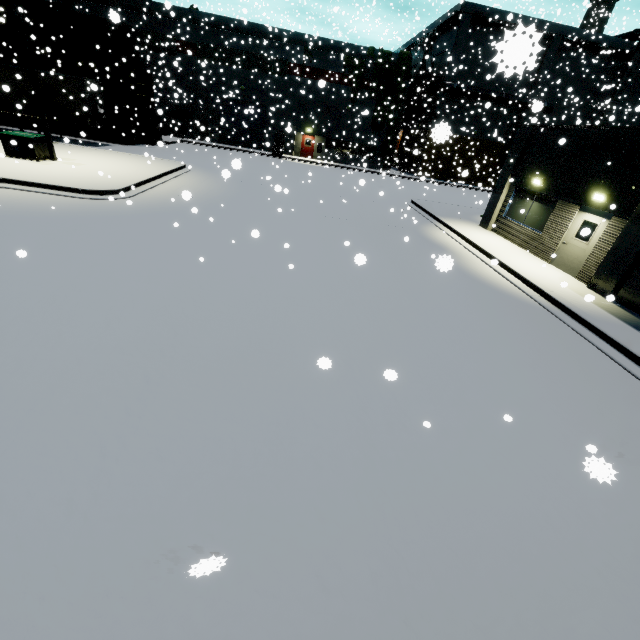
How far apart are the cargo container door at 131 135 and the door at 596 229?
30.08m

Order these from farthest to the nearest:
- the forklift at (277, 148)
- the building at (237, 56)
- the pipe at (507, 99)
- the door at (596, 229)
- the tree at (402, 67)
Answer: the forklift at (277, 148) → the tree at (402, 67) → the building at (237, 56) → the pipe at (507, 99) → the door at (596, 229)

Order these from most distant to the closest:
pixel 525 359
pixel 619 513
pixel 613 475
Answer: pixel 525 359 < pixel 619 513 < pixel 613 475

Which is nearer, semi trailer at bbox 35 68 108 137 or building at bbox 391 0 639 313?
building at bbox 391 0 639 313

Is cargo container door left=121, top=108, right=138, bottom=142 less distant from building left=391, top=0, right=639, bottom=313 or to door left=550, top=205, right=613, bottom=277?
building left=391, top=0, right=639, bottom=313

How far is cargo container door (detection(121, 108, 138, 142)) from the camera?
25.1 meters

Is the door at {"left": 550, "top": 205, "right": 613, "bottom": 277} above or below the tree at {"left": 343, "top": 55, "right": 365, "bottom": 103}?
below

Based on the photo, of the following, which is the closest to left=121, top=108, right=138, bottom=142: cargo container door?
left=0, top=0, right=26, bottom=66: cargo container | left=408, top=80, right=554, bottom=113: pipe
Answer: left=0, top=0, right=26, bottom=66: cargo container
